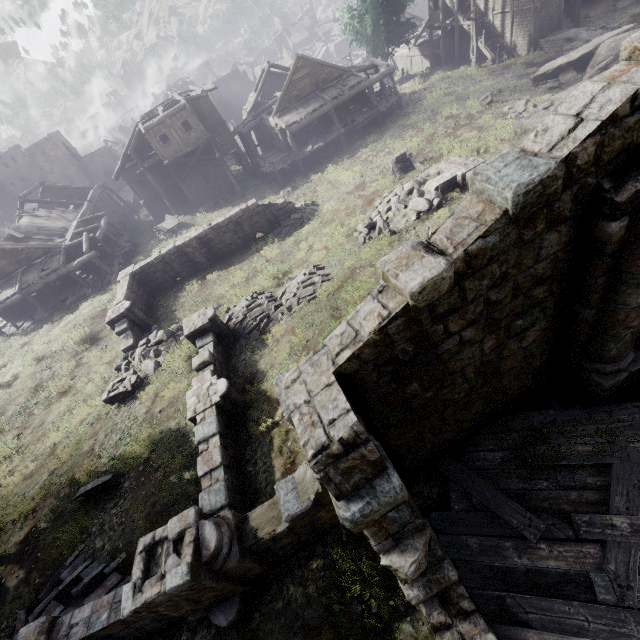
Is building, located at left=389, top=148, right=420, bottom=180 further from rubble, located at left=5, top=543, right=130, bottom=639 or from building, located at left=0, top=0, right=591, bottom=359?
rubble, located at left=5, top=543, right=130, bottom=639

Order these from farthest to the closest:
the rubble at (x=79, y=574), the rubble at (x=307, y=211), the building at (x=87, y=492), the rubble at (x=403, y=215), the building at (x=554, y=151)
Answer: the rubble at (x=307, y=211), the rubble at (x=403, y=215), the building at (x=87, y=492), the rubble at (x=79, y=574), the building at (x=554, y=151)

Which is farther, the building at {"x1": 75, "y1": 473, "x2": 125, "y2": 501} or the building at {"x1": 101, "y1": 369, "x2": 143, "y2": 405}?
the building at {"x1": 101, "y1": 369, "x2": 143, "y2": 405}

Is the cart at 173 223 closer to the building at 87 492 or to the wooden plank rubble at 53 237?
the wooden plank rubble at 53 237

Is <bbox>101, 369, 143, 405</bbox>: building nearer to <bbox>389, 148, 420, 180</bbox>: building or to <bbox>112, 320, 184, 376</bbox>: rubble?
<bbox>112, 320, 184, 376</bbox>: rubble

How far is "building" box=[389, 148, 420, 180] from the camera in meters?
19.5 m

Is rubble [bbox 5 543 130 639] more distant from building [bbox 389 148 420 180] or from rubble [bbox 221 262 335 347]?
building [bbox 389 148 420 180]

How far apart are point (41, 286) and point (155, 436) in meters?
22.8 m
